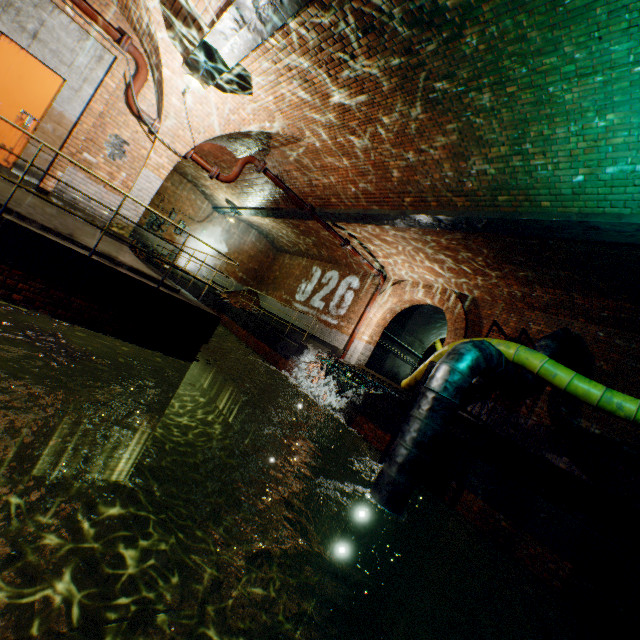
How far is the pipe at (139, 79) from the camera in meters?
6.9 m

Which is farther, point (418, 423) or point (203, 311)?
point (203, 311)

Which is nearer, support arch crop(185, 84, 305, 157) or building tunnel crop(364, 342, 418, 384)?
support arch crop(185, 84, 305, 157)

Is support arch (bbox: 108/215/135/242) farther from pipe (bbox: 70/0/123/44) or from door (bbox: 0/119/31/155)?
door (bbox: 0/119/31/155)

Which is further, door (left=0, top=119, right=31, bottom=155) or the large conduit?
door (left=0, top=119, right=31, bottom=155)

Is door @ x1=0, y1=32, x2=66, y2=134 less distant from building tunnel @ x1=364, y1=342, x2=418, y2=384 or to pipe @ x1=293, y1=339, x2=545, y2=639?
pipe @ x1=293, y1=339, x2=545, y2=639

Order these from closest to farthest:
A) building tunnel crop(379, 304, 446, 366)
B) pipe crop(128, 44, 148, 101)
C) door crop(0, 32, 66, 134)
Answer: door crop(0, 32, 66, 134) < pipe crop(128, 44, 148, 101) < building tunnel crop(379, 304, 446, 366)

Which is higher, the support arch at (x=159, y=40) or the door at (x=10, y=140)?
the support arch at (x=159, y=40)
